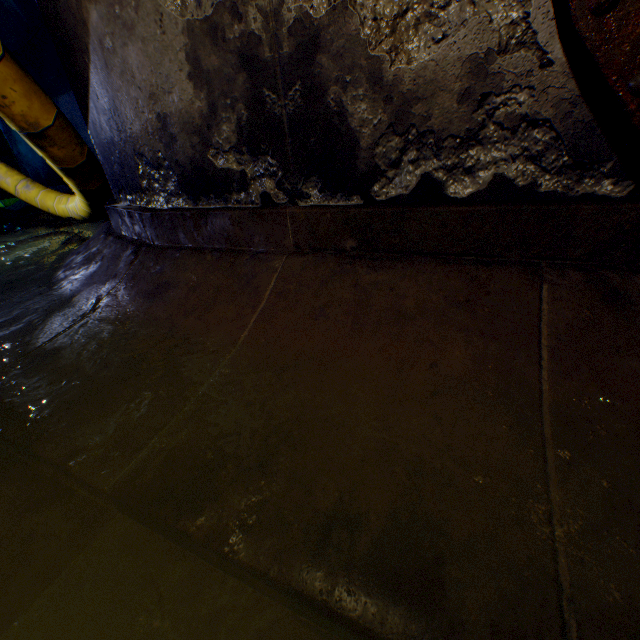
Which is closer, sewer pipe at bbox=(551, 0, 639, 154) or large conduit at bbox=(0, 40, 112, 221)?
sewer pipe at bbox=(551, 0, 639, 154)

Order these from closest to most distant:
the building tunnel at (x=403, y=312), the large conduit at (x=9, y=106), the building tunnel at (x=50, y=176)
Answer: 1. the building tunnel at (x=403, y=312)
2. the large conduit at (x=9, y=106)
3. the building tunnel at (x=50, y=176)

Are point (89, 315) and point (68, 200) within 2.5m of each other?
no

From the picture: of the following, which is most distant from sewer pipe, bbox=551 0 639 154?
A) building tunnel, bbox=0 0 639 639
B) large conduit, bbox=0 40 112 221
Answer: large conduit, bbox=0 40 112 221

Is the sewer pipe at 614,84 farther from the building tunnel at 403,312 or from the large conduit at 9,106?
the large conduit at 9,106

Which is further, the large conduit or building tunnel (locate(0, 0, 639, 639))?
the large conduit

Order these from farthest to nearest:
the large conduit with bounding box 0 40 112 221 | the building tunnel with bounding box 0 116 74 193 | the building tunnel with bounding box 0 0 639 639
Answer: the building tunnel with bounding box 0 116 74 193 → the large conduit with bounding box 0 40 112 221 → the building tunnel with bounding box 0 0 639 639
